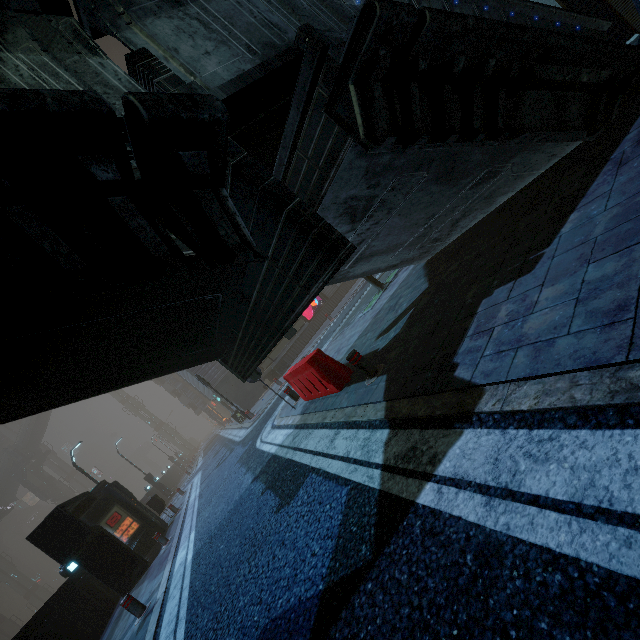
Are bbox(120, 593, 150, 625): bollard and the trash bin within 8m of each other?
no

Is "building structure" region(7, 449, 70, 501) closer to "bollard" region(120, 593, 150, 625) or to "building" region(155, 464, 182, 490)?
"building" region(155, 464, 182, 490)

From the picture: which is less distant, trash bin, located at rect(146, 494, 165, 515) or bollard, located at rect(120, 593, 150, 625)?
bollard, located at rect(120, 593, 150, 625)

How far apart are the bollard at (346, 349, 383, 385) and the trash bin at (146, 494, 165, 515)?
16.5m

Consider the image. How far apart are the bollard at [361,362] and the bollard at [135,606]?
7.38m

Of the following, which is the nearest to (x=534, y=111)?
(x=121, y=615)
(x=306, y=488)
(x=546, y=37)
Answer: (x=546, y=37)

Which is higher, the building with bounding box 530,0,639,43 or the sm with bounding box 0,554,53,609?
the sm with bounding box 0,554,53,609

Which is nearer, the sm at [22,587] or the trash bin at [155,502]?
the trash bin at [155,502]
